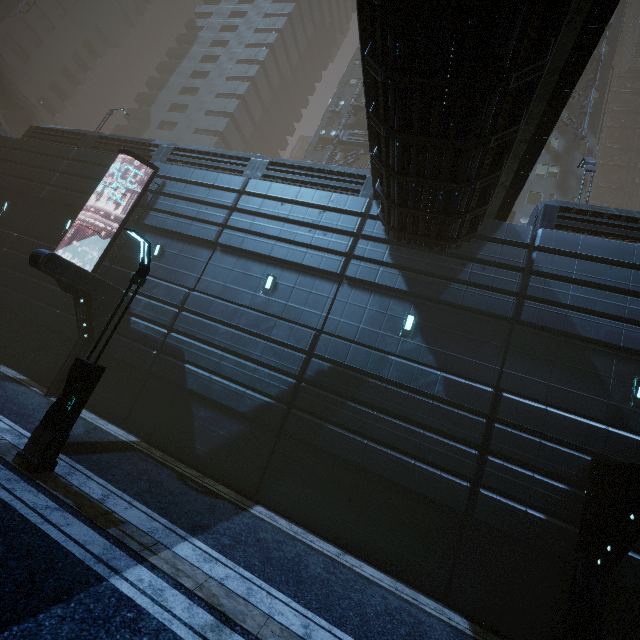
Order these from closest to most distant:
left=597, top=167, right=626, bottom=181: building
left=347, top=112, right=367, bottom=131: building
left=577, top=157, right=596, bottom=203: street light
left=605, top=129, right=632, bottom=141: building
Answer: left=577, top=157, right=596, bottom=203: street light → left=347, top=112, right=367, bottom=131: building → left=597, top=167, right=626, bottom=181: building → left=605, top=129, right=632, bottom=141: building

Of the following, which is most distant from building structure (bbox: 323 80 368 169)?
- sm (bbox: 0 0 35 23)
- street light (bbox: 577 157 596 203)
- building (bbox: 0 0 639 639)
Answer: sm (bbox: 0 0 35 23)

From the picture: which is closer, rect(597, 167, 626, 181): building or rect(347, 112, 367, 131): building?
rect(347, 112, 367, 131): building

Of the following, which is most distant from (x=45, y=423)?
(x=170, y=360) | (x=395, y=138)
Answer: (x=395, y=138)

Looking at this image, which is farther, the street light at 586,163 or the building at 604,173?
the building at 604,173

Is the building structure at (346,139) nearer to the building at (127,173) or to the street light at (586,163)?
the building at (127,173)

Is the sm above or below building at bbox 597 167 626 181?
below

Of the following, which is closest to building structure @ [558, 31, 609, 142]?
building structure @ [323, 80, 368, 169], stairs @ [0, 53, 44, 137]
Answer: building structure @ [323, 80, 368, 169]
